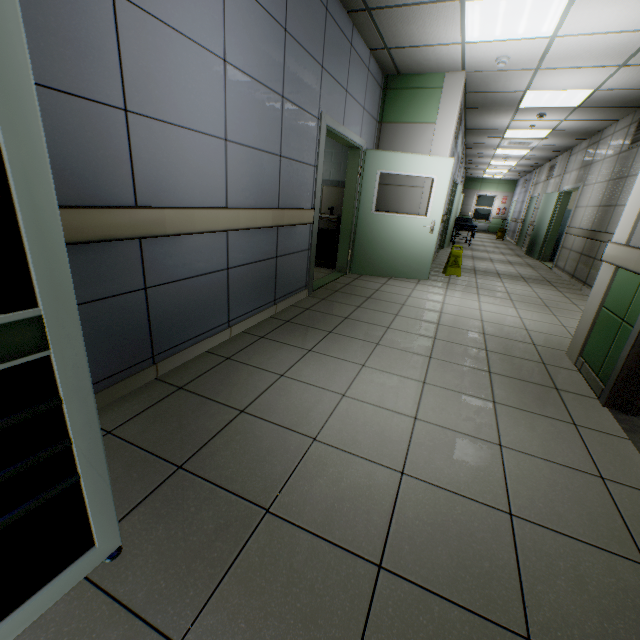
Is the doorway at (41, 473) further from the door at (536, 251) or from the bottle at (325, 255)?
the door at (536, 251)

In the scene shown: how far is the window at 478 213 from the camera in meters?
20.8

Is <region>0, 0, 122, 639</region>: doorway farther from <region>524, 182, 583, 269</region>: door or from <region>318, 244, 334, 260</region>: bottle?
<region>524, 182, 583, 269</region>: door

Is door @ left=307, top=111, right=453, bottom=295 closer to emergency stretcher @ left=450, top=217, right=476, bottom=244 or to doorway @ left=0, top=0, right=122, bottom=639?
doorway @ left=0, top=0, right=122, bottom=639

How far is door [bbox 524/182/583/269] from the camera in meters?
8.5

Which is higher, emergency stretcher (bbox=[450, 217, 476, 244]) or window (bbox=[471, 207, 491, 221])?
window (bbox=[471, 207, 491, 221])

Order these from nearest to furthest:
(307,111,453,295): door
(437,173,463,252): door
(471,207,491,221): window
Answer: (307,111,453,295): door, (437,173,463,252): door, (471,207,491,221): window

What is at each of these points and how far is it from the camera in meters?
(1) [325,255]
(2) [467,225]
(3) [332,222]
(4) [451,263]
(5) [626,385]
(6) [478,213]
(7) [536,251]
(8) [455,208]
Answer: (1) bottle, 6.2 m
(2) emergency stretcher, 11.8 m
(3) sink, 5.9 m
(4) sign, 6.6 m
(5) door, 2.3 m
(6) window, 21.0 m
(7) door, 10.3 m
(8) door, 10.9 m
